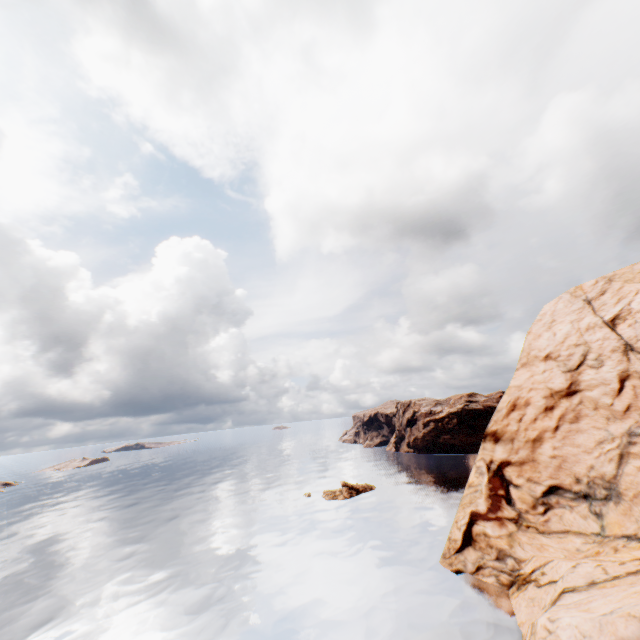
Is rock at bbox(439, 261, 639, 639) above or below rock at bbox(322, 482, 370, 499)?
above

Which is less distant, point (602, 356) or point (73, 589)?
point (602, 356)

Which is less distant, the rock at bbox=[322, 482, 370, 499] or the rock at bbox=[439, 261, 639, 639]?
the rock at bbox=[439, 261, 639, 639]

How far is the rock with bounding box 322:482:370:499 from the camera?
56.9 meters

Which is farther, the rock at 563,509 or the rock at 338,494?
the rock at 338,494

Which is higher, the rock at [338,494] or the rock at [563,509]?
the rock at [563,509]
